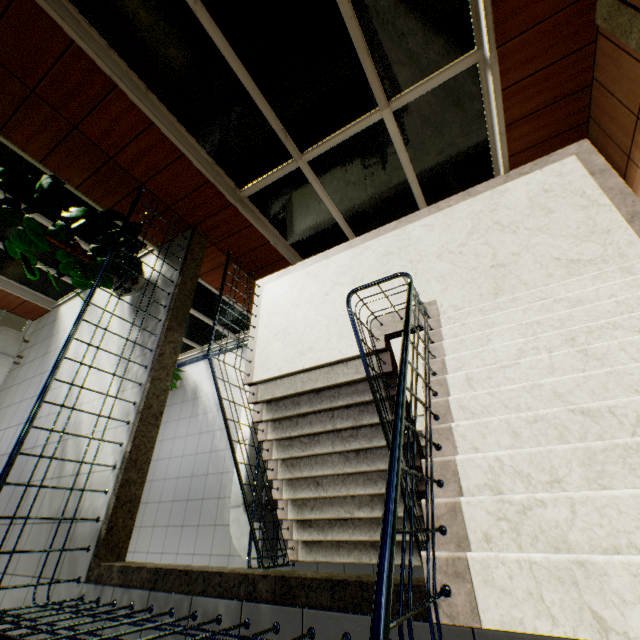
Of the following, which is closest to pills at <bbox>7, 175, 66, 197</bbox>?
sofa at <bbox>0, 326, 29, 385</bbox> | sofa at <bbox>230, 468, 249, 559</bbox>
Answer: sofa at <bbox>230, 468, 249, 559</bbox>

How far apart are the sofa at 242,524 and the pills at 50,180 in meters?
2.9

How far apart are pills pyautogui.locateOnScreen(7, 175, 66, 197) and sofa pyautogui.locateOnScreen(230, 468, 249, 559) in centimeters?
286cm

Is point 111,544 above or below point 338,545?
above

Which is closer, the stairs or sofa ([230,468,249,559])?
the stairs

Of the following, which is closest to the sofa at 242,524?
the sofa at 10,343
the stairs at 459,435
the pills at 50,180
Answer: the stairs at 459,435

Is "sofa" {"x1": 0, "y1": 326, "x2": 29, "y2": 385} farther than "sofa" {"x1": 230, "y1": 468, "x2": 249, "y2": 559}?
Yes

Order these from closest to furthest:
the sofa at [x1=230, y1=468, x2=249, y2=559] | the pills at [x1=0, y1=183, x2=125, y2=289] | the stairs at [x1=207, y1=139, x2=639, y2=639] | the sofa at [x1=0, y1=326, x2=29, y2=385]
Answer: the stairs at [x1=207, y1=139, x2=639, y2=639], the pills at [x1=0, y1=183, x2=125, y2=289], the sofa at [x1=230, y1=468, x2=249, y2=559], the sofa at [x1=0, y1=326, x2=29, y2=385]
